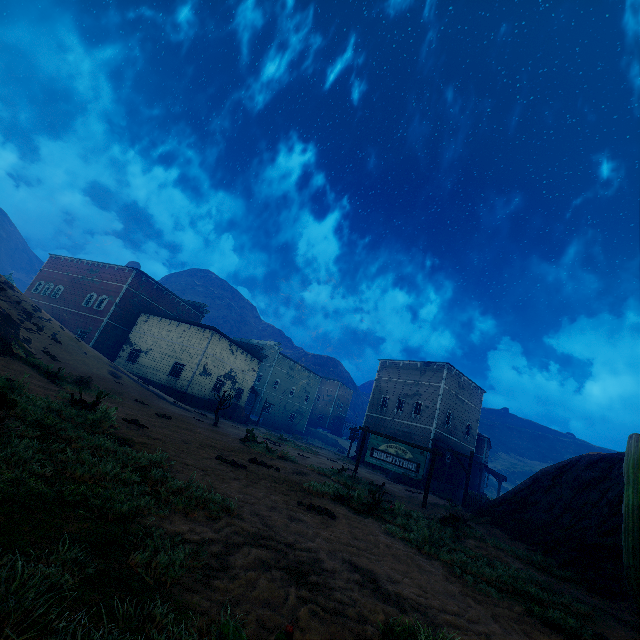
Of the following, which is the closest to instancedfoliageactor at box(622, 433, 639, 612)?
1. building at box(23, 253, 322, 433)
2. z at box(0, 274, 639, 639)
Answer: z at box(0, 274, 639, 639)

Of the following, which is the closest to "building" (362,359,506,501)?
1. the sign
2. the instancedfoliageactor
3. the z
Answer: the z

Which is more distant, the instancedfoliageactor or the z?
the instancedfoliageactor

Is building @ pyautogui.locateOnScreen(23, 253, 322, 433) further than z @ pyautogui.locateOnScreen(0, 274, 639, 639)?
Yes

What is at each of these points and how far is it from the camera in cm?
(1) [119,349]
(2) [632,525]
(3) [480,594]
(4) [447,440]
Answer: (1) building, 3444
(2) instancedfoliageactor, 518
(3) z, 436
(4) building, 2941

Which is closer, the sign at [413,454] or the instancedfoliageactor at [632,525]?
the instancedfoliageactor at [632,525]

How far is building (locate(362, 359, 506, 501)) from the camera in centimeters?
2841cm

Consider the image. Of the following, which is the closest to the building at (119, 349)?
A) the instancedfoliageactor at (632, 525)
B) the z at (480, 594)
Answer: the z at (480, 594)
